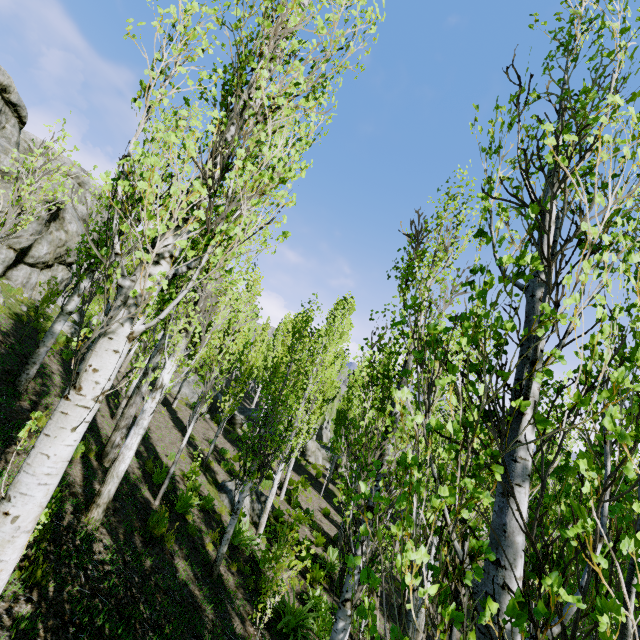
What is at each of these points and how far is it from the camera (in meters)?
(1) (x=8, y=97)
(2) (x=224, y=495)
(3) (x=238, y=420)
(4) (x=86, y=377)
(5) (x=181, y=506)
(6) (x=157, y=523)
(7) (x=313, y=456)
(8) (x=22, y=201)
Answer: (1) rock, 20.64
(2) rock, 13.16
(3) rock, 25.83
(4) instancedfoliageactor, 2.79
(5) instancedfoliageactor, 9.43
(6) instancedfoliageactor, 7.21
(7) rock, 28.53
(8) instancedfoliageactor, 6.00

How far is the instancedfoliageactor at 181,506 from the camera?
9.0m

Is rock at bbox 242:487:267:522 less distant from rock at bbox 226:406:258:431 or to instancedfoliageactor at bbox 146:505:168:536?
instancedfoliageactor at bbox 146:505:168:536

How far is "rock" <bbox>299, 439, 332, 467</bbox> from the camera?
28.3 meters

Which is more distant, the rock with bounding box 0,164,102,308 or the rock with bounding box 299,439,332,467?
the rock with bounding box 299,439,332,467

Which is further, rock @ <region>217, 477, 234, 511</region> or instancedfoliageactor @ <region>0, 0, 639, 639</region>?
rock @ <region>217, 477, 234, 511</region>

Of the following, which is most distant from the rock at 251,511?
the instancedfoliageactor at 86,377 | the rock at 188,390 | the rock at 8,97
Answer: the rock at 8,97

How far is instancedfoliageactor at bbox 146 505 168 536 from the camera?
7.1 meters
